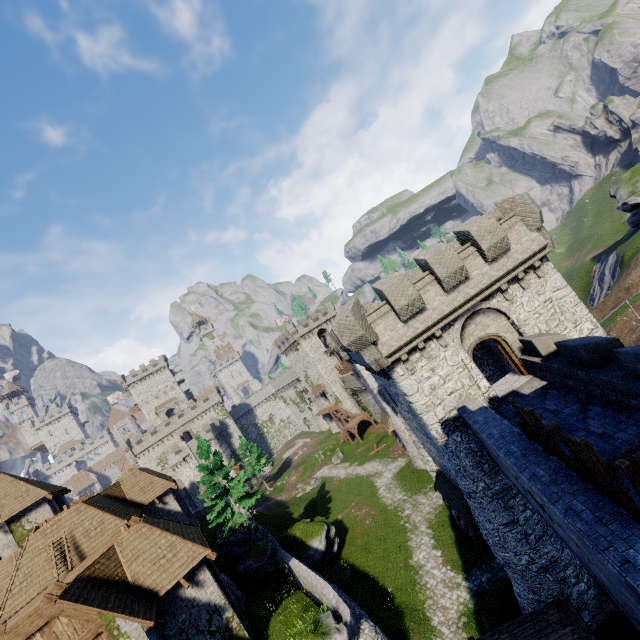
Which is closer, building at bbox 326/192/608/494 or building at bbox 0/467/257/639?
building at bbox 0/467/257/639

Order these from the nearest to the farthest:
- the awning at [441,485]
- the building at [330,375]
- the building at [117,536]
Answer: the building at [117,536] → the awning at [441,485] → the building at [330,375]

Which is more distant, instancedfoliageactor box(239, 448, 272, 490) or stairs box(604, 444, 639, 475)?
instancedfoliageactor box(239, 448, 272, 490)

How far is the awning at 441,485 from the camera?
16.8 meters

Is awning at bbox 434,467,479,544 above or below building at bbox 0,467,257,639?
below

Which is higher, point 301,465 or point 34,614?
point 34,614

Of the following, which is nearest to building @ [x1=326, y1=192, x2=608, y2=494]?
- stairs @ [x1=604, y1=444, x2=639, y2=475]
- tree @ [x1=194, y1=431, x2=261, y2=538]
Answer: stairs @ [x1=604, y1=444, x2=639, y2=475]

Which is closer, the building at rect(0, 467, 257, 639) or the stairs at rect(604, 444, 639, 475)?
the stairs at rect(604, 444, 639, 475)
